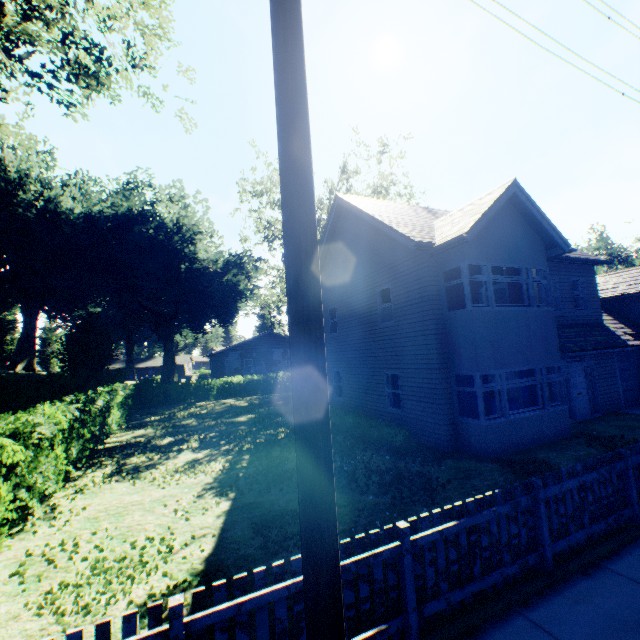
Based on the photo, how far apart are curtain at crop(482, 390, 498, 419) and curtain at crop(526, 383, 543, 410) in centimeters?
186cm

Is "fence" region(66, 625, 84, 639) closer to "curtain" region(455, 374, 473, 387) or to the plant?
"curtain" region(455, 374, 473, 387)

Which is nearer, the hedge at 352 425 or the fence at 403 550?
the fence at 403 550

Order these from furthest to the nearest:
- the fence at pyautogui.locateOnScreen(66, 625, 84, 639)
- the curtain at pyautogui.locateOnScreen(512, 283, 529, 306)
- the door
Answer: the door → the curtain at pyautogui.locateOnScreen(512, 283, 529, 306) → the fence at pyautogui.locateOnScreen(66, 625, 84, 639)

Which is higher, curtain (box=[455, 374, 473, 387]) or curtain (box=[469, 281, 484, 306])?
curtain (box=[469, 281, 484, 306])

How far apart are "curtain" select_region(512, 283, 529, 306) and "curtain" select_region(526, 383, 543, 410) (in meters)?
2.20

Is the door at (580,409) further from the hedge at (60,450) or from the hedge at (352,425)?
the hedge at (60,450)

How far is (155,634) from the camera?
2.79m
